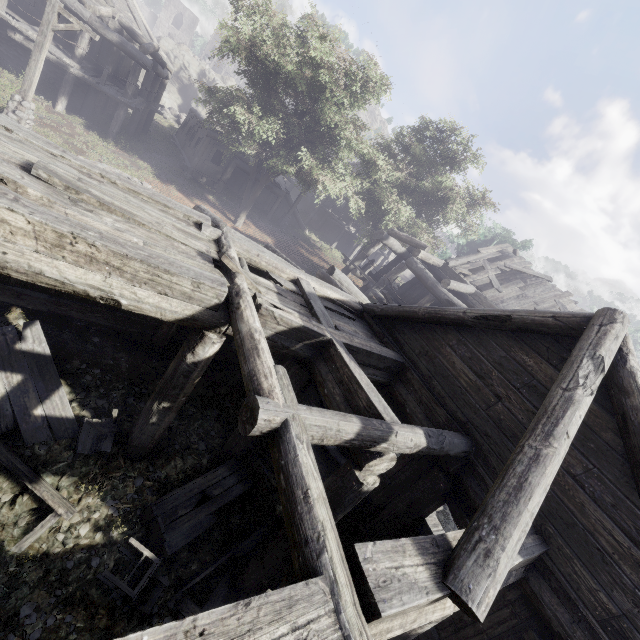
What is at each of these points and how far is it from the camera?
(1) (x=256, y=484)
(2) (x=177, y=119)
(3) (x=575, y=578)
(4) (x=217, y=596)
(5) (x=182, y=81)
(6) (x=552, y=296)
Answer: (1) broken furniture, 7.1 meters
(2) rubble, 32.8 meters
(3) building, 4.5 meters
(4) broken furniture, 5.8 meters
(5) rock, 37.1 meters
(6) wooden plank rubble, 16.0 meters

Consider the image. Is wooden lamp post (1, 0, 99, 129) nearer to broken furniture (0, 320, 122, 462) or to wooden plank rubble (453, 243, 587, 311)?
broken furniture (0, 320, 122, 462)

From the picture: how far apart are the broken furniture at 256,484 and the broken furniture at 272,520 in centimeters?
51cm

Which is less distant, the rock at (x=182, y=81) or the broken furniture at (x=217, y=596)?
the broken furniture at (x=217, y=596)

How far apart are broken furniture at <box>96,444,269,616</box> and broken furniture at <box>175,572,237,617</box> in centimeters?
51cm

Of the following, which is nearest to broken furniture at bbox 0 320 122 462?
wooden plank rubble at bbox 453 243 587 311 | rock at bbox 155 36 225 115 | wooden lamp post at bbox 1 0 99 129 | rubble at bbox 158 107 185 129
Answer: Answer: wooden lamp post at bbox 1 0 99 129

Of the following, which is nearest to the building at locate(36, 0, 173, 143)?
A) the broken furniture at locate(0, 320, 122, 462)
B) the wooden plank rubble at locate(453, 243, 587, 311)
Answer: the wooden plank rubble at locate(453, 243, 587, 311)
